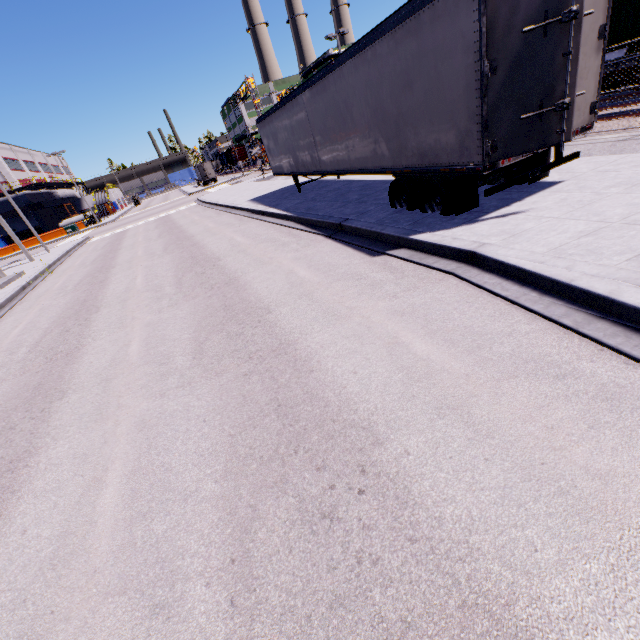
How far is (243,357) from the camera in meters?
4.9

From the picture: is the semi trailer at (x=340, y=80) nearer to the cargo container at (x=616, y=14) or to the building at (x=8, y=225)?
the building at (x=8, y=225)

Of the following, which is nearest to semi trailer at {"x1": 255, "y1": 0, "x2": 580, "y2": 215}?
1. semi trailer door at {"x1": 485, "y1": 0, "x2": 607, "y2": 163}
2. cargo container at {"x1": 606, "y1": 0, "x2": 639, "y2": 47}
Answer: semi trailer door at {"x1": 485, "y1": 0, "x2": 607, "y2": 163}

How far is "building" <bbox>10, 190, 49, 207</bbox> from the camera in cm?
5041

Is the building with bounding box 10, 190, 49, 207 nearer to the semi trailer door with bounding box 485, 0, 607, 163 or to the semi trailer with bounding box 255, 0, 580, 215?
the semi trailer with bounding box 255, 0, 580, 215

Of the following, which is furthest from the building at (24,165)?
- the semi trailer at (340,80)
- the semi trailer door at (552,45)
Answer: the semi trailer door at (552,45)

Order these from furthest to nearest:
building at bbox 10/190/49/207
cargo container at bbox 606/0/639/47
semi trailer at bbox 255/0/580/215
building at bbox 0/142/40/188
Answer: building at bbox 10/190/49/207, building at bbox 0/142/40/188, cargo container at bbox 606/0/639/47, semi trailer at bbox 255/0/580/215

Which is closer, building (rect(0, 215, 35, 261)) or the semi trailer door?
the semi trailer door
